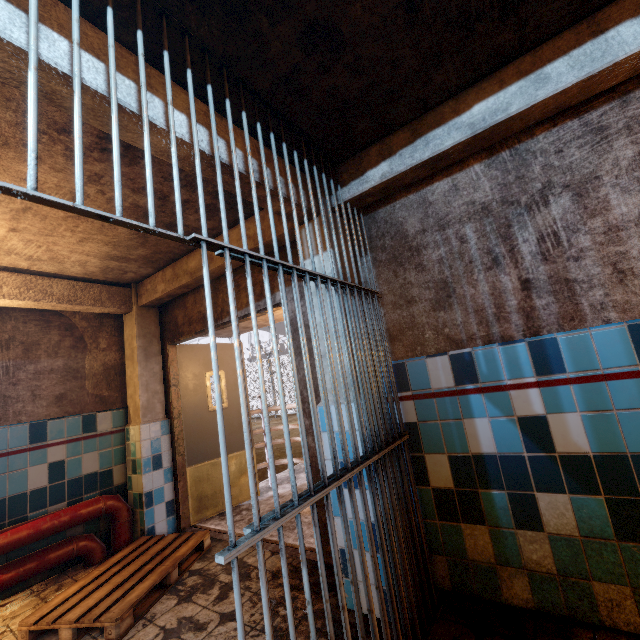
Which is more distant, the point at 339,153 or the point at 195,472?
the point at 195,472

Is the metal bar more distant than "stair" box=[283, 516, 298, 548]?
No

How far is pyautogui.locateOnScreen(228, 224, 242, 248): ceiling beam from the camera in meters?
3.0

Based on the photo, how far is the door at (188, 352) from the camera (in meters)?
3.93

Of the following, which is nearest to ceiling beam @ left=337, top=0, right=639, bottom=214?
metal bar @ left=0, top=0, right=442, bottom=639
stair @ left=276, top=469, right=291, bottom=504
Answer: metal bar @ left=0, top=0, right=442, bottom=639

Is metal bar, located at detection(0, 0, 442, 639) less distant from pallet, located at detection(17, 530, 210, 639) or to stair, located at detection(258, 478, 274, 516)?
stair, located at detection(258, 478, 274, 516)

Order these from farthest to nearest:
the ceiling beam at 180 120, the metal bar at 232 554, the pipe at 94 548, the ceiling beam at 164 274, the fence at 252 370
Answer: the fence at 252 370 → the ceiling beam at 164 274 → the pipe at 94 548 → the ceiling beam at 180 120 → the metal bar at 232 554

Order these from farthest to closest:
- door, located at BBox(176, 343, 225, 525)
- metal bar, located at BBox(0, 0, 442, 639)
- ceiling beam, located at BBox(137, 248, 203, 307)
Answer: door, located at BBox(176, 343, 225, 525), ceiling beam, located at BBox(137, 248, 203, 307), metal bar, located at BBox(0, 0, 442, 639)
